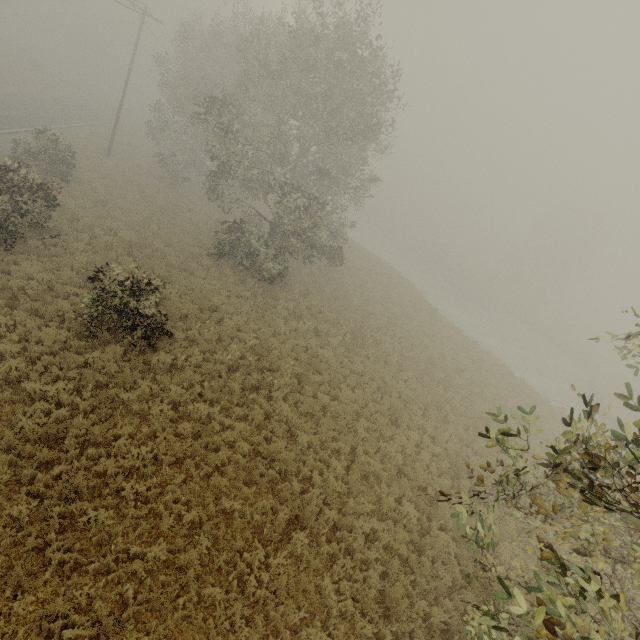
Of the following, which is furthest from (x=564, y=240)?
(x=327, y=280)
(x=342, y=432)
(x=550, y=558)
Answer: (x=550, y=558)
